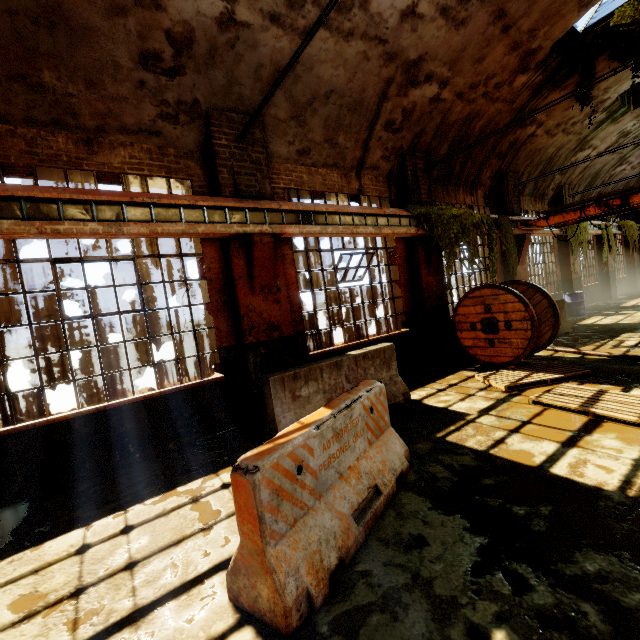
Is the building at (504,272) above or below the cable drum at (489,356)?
above

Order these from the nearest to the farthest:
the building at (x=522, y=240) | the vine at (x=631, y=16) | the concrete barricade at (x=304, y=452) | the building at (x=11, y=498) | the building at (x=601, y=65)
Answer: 1. the concrete barricade at (x=304, y=452)
2. the building at (x=11, y=498)
3. the vine at (x=631, y=16)
4. the building at (x=601, y=65)
5. the building at (x=522, y=240)

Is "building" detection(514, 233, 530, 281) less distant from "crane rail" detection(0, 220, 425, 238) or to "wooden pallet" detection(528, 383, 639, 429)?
"crane rail" detection(0, 220, 425, 238)

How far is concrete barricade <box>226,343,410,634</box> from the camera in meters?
2.1

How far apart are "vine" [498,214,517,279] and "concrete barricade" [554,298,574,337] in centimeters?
95cm

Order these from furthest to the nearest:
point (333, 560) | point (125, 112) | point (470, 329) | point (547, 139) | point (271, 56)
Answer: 1. point (547, 139)
2. point (470, 329)
3. point (271, 56)
4. point (125, 112)
5. point (333, 560)

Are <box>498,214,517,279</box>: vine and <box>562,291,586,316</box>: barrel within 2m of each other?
no

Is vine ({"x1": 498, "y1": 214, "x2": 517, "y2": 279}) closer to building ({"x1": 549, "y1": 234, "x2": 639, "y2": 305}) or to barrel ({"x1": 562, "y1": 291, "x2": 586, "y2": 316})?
building ({"x1": 549, "y1": 234, "x2": 639, "y2": 305})
